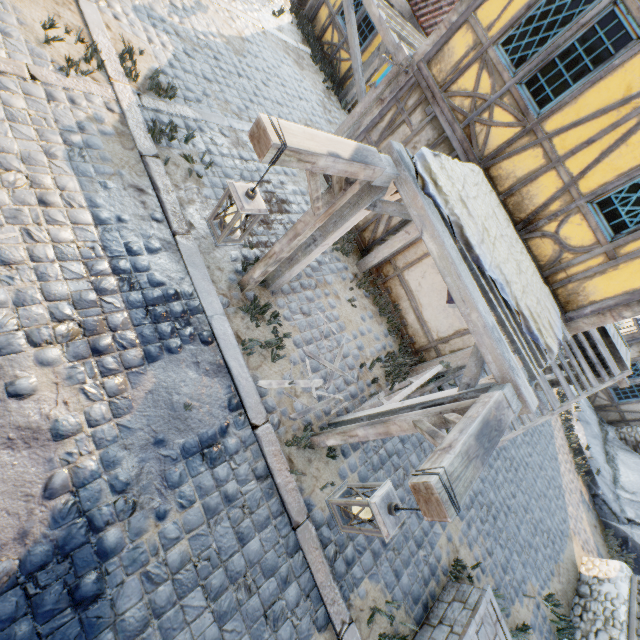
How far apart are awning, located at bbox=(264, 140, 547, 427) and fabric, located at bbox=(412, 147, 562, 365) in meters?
0.0 m

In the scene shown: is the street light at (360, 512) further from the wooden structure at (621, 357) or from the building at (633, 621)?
the wooden structure at (621, 357)

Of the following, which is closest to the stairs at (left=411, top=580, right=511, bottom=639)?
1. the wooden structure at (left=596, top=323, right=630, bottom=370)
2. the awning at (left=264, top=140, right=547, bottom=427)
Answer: the awning at (left=264, top=140, right=547, bottom=427)

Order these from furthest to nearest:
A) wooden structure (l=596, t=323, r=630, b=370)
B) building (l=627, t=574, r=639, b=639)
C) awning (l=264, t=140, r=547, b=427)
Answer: wooden structure (l=596, t=323, r=630, b=370) → building (l=627, t=574, r=639, b=639) → awning (l=264, t=140, r=547, b=427)

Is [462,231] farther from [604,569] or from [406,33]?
[604,569]

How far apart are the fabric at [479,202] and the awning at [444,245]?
0.0 meters

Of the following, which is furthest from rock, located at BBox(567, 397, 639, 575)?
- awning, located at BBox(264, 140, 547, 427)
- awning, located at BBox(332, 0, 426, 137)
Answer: awning, located at BBox(332, 0, 426, 137)

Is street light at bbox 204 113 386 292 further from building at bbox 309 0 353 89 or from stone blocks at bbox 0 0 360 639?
building at bbox 309 0 353 89
